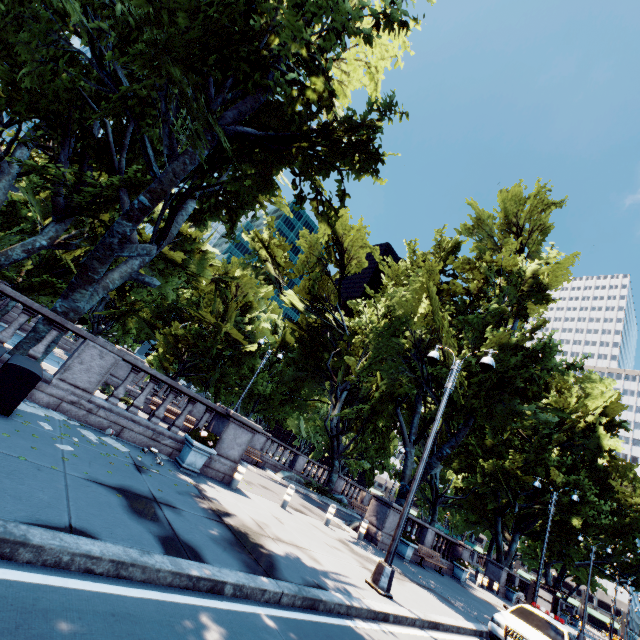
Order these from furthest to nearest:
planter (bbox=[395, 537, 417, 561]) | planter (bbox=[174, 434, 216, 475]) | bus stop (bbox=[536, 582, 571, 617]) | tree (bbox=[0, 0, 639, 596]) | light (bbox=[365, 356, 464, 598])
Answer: A:
1. bus stop (bbox=[536, 582, 571, 617])
2. planter (bbox=[395, 537, 417, 561])
3. planter (bbox=[174, 434, 216, 475])
4. tree (bbox=[0, 0, 639, 596])
5. light (bbox=[365, 356, 464, 598])

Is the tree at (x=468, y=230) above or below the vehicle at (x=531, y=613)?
above

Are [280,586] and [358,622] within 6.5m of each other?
yes

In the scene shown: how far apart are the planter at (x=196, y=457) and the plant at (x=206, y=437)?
0.01m

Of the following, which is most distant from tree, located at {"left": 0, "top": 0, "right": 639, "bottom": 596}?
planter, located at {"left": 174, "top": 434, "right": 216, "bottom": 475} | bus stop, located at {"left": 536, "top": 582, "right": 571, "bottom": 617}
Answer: bus stop, located at {"left": 536, "top": 582, "right": 571, "bottom": 617}

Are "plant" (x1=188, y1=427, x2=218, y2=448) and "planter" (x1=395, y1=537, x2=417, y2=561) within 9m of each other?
no

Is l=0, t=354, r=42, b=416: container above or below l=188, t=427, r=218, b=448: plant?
below

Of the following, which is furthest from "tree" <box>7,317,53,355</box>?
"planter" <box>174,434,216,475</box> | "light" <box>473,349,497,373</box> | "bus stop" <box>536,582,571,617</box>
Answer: "bus stop" <box>536,582,571,617</box>
